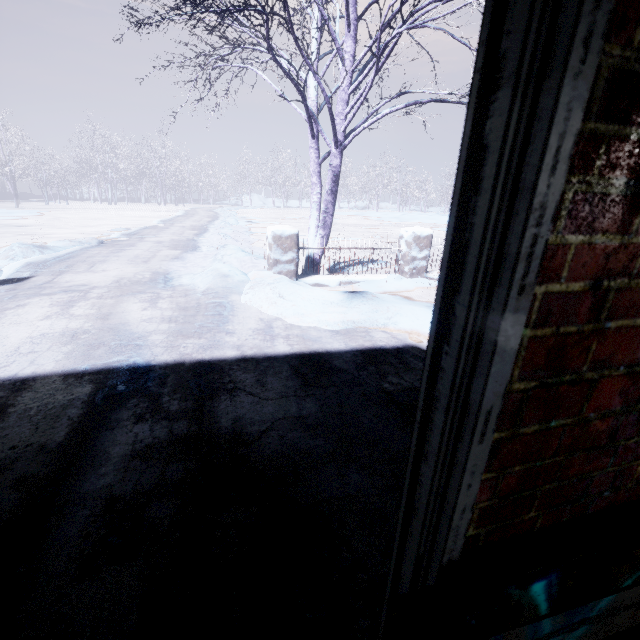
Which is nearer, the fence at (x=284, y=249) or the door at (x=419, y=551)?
the door at (x=419, y=551)

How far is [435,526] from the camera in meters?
0.6 m

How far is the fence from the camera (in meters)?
4.77

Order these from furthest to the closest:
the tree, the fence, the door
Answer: the fence → the tree → the door

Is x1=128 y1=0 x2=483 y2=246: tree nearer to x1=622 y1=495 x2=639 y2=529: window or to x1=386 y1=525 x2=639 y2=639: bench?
x1=622 y1=495 x2=639 y2=529: window

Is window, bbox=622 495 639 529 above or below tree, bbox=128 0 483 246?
below

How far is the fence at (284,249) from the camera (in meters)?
4.77

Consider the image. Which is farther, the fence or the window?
the fence
